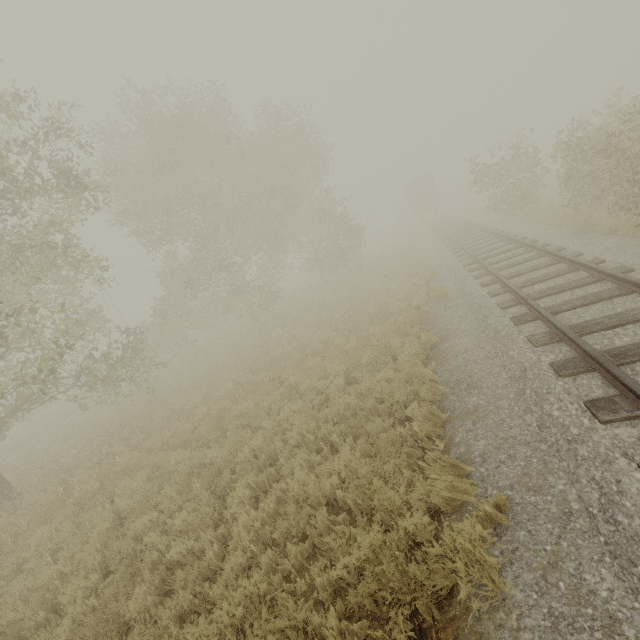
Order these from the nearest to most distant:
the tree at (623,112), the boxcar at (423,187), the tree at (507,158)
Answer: the tree at (623,112)
the tree at (507,158)
the boxcar at (423,187)

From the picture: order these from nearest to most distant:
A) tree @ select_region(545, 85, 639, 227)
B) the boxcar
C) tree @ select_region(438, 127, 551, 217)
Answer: tree @ select_region(545, 85, 639, 227) < tree @ select_region(438, 127, 551, 217) < the boxcar

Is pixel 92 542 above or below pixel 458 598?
below

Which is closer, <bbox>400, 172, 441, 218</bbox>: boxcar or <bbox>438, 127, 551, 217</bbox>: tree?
<bbox>438, 127, 551, 217</bbox>: tree

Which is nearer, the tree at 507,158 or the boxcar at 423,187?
the tree at 507,158

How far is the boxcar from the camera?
37.5m

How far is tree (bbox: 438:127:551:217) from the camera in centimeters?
1681cm
